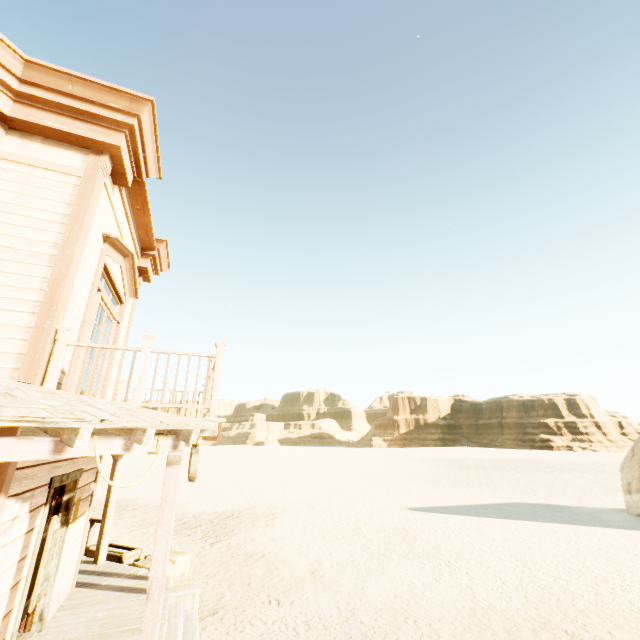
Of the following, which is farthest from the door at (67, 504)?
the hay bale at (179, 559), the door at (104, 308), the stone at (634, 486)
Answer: the stone at (634, 486)

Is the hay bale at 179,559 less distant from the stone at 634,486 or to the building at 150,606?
the building at 150,606

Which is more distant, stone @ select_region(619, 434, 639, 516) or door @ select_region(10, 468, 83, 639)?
stone @ select_region(619, 434, 639, 516)

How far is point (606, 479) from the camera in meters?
26.0 m

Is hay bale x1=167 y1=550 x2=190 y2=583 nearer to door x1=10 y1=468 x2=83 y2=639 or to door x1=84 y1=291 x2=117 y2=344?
door x1=10 y1=468 x2=83 y2=639

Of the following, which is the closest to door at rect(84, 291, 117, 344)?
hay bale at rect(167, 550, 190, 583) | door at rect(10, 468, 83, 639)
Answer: door at rect(10, 468, 83, 639)

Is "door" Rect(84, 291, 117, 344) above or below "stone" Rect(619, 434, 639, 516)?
above

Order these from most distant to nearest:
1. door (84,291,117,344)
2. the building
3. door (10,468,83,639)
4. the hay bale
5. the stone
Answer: the stone
the hay bale
door (84,291,117,344)
door (10,468,83,639)
the building
